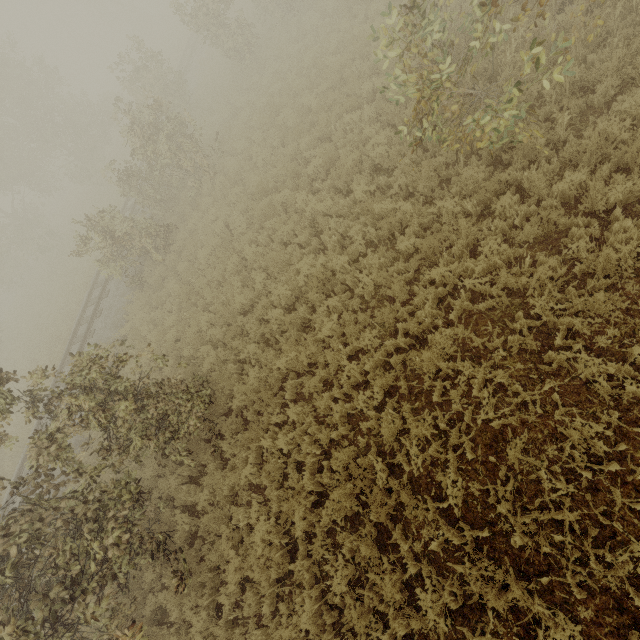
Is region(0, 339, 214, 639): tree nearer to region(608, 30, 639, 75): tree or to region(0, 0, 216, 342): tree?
region(608, 30, 639, 75): tree

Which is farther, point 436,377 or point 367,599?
point 436,377

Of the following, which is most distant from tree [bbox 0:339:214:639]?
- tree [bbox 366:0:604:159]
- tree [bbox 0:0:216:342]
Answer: tree [bbox 0:0:216:342]

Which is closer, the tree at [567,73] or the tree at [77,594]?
the tree at [567,73]

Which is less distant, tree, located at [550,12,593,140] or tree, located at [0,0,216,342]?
tree, located at [550,12,593,140]

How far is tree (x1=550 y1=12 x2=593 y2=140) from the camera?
4.5m

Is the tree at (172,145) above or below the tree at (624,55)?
above
